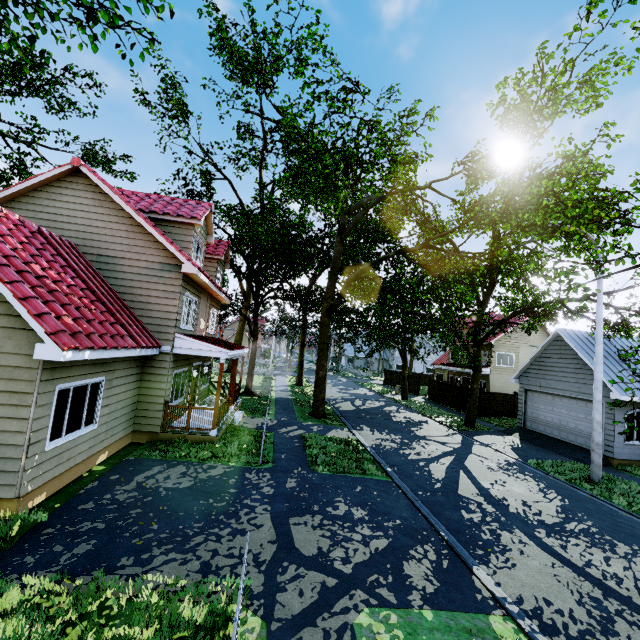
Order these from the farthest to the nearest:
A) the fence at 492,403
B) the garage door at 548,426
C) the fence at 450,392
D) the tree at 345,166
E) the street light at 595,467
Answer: the fence at 450,392 → the fence at 492,403 → the garage door at 548,426 → the street light at 595,467 → the tree at 345,166

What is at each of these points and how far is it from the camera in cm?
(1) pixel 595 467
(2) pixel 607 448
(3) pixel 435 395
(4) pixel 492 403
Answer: (1) street light, 1236
(2) garage door, 1509
(3) fence, 3173
(4) fence, 2488

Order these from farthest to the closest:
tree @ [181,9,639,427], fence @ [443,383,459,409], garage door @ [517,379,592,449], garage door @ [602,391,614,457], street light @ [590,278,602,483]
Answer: fence @ [443,383,459,409] < garage door @ [517,379,592,449] < garage door @ [602,391,614,457] < street light @ [590,278,602,483] < tree @ [181,9,639,427]

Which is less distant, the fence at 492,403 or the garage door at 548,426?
the garage door at 548,426

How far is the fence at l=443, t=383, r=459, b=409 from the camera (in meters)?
27.94

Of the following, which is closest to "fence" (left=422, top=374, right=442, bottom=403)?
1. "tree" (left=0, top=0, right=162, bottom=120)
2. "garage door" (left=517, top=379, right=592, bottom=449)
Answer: "tree" (left=0, top=0, right=162, bottom=120)

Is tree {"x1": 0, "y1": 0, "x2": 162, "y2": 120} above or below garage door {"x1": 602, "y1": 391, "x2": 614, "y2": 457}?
above

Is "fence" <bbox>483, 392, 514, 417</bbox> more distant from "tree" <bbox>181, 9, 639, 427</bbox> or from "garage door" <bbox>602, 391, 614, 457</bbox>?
"garage door" <bbox>602, 391, 614, 457</bbox>
